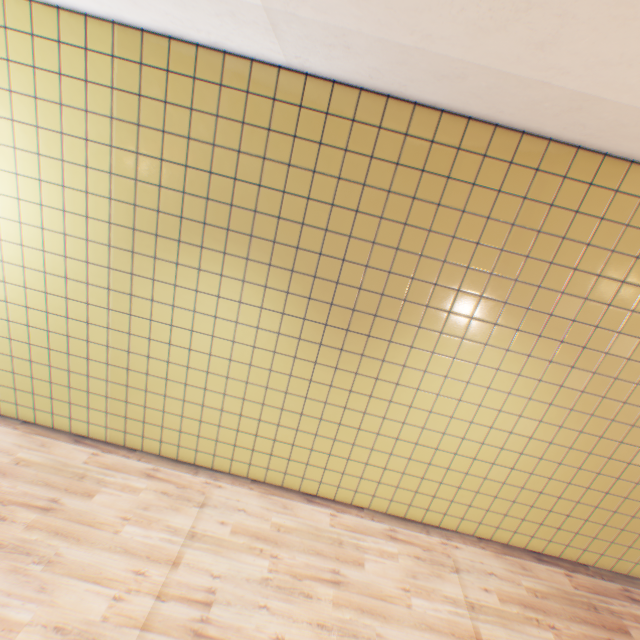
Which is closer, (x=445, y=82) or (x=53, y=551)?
(x=445, y=82)
